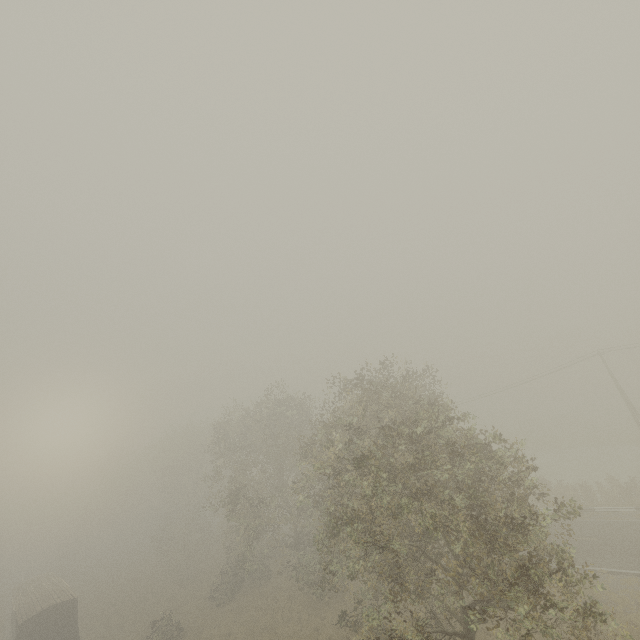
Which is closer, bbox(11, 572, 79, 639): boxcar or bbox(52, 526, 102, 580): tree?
bbox(11, 572, 79, 639): boxcar

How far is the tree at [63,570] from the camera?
52.9 meters

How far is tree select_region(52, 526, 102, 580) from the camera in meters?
52.9 m

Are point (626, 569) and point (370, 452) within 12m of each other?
no

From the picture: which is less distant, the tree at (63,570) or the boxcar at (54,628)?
the boxcar at (54,628)
